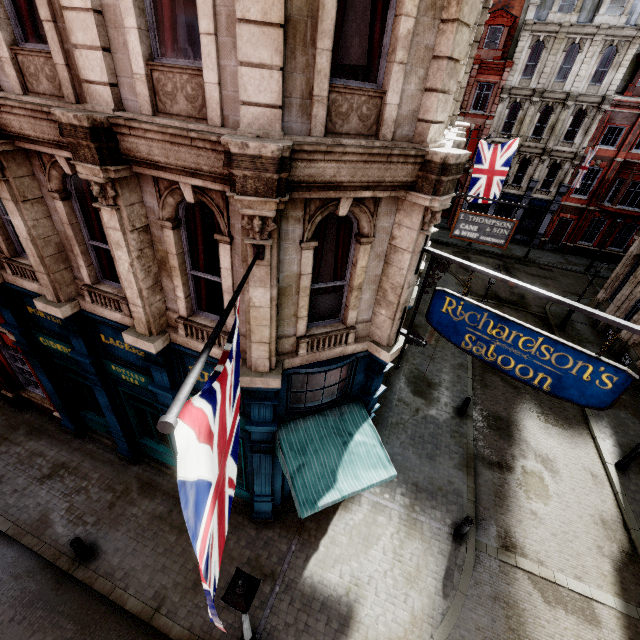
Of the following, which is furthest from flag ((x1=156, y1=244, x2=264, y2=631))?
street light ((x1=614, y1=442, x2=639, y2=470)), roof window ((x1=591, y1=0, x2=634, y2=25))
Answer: roof window ((x1=591, y1=0, x2=634, y2=25))

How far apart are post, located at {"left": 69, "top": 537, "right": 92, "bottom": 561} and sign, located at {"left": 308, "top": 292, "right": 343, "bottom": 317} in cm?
820

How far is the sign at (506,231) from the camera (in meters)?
11.70

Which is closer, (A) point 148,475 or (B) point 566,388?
(B) point 566,388

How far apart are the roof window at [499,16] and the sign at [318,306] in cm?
3296

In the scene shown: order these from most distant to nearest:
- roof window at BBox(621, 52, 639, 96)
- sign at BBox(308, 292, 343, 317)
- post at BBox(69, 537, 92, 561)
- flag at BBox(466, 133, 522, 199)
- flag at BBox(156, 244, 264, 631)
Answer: roof window at BBox(621, 52, 639, 96) < flag at BBox(466, 133, 522, 199) < post at BBox(69, 537, 92, 561) < sign at BBox(308, 292, 343, 317) < flag at BBox(156, 244, 264, 631)

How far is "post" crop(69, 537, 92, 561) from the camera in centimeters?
801cm

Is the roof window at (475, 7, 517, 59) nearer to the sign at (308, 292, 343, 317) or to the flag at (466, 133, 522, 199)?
the flag at (466, 133, 522, 199)
